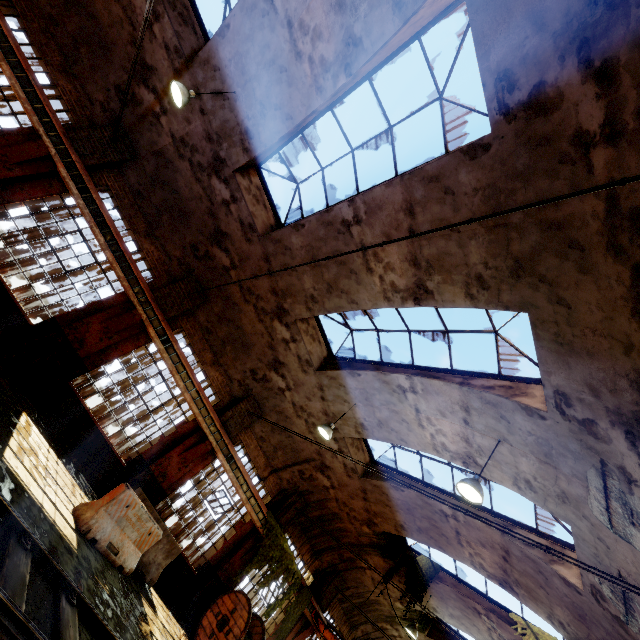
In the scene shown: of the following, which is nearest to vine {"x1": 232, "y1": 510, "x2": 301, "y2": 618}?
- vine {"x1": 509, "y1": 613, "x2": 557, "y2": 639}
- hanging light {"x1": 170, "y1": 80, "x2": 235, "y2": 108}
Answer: vine {"x1": 509, "y1": 613, "x2": 557, "y2": 639}

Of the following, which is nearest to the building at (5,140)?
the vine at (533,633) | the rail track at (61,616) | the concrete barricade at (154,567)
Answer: the vine at (533,633)

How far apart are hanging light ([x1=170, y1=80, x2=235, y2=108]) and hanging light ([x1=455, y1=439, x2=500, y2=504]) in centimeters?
1051cm

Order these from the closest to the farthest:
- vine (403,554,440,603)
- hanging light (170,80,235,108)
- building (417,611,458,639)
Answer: hanging light (170,80,235,108), vine (403,554,440,603), building (417,611,458,639)

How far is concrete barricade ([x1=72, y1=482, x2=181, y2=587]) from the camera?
6.6 meters

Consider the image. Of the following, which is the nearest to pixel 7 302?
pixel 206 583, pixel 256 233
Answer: pixel 256 233

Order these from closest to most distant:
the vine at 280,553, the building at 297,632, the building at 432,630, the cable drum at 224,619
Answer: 1. the cable drum at 224,619
2. the vine at 280,553
3. the building at 297,632
4. the building at 432,630

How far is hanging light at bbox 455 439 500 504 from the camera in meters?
6.4
